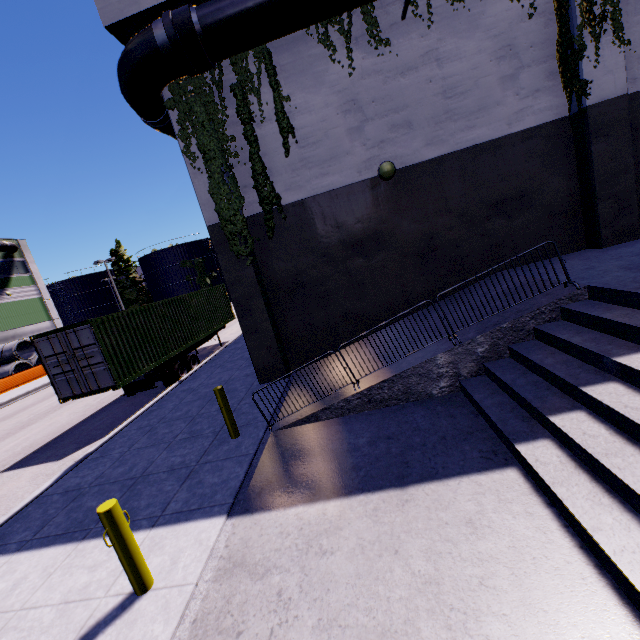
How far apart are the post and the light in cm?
854

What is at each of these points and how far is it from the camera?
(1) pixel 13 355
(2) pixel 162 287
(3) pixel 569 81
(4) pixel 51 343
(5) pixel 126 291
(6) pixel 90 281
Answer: (1) concrete pipe stack, 28.5m
(2) silo, 57.3m
(3) tree, 7.8m
(4) cargo container door, 10.3m
(5) tree, 58.8m
(6) silo, 59.7m

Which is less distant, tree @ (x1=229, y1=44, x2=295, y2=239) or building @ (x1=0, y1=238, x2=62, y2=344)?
tree @ (x1=229, y1=44, x2=295, y2=239)

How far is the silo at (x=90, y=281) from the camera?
58.6 meters

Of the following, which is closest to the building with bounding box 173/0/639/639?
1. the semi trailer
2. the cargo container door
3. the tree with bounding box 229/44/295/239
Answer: the tree with bounding box 229/44/295/239

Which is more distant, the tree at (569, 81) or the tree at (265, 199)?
the tree at (265, 199)

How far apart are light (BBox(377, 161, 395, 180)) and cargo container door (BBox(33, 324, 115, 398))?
9.7 meters

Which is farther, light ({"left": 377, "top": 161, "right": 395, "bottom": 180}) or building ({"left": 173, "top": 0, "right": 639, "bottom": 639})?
light ({"left": 377, "top": 161, "right": 395, "bottom": 180})
